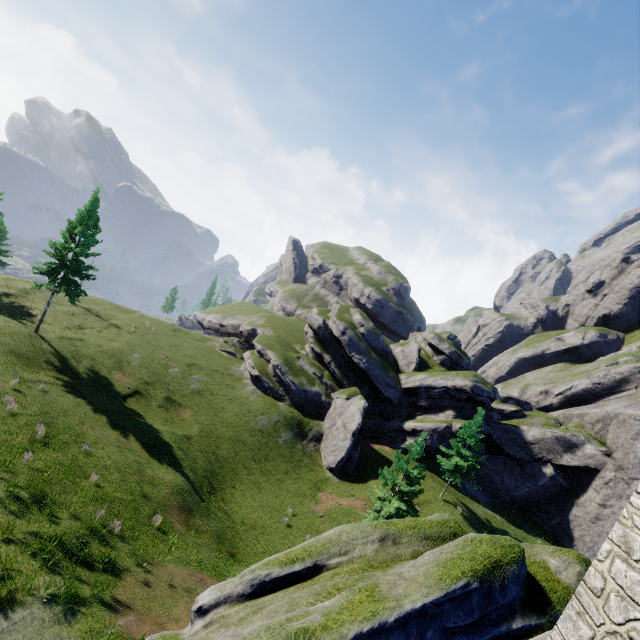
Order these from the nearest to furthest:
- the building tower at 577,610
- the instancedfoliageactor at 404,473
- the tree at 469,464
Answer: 1. the building tower at 577,610
2. the instancedfoliageactor at 404,473
3. the tree at 469,464

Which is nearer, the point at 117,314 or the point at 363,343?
the point at 363,343

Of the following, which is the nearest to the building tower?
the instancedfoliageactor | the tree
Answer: the instancedfoliageactor

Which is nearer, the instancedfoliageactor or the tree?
the instancedfoliageactor

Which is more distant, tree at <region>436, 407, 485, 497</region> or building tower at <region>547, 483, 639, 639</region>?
tree at <region>436, 407, 485, 497</region>

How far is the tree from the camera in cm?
3288

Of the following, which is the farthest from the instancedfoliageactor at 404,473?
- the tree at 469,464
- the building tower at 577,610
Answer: the building tower at 577,610

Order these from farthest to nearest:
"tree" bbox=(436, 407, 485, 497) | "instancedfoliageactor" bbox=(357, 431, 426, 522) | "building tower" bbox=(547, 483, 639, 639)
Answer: "tree" bbox=(436, 407, 485, 497) → "instancedfoliageactor" bbox=(357, 431, 426, 522) → "building tower" bbox=(547, 483, 639, 639)
